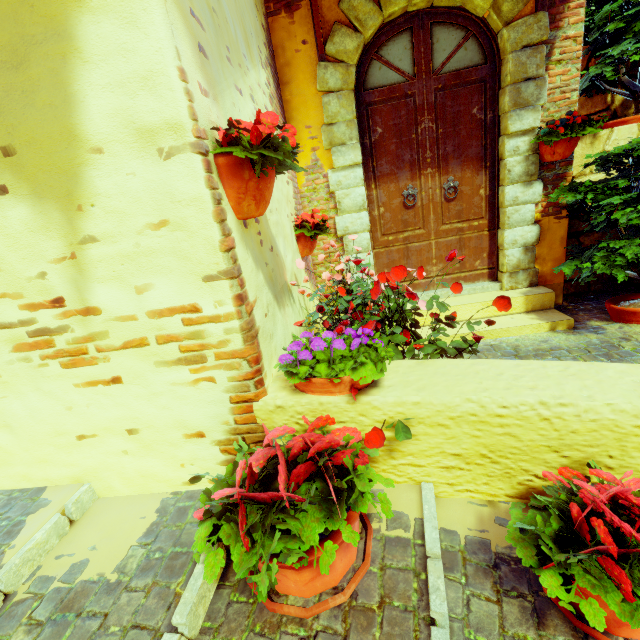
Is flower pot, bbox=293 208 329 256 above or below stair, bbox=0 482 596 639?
above

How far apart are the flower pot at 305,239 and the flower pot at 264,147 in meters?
1.2

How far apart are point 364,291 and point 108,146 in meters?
1.8 m

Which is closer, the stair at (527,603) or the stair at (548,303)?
the stair at (527,603)

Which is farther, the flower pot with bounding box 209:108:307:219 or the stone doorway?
the stone doorway

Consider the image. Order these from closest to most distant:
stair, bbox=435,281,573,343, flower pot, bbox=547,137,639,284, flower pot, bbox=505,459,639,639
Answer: flower pot, bbox=505,459,639,639, flower pot, bbox=547,137,639,284, stair, bbox=435,281,573,343

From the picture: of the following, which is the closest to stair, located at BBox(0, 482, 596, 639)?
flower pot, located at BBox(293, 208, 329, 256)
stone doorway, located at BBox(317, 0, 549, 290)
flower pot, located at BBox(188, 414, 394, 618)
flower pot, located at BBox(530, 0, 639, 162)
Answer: flower pot, located at BBox(188, 414, 394, 618)

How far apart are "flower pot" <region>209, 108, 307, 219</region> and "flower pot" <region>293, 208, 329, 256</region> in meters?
1.2 m
